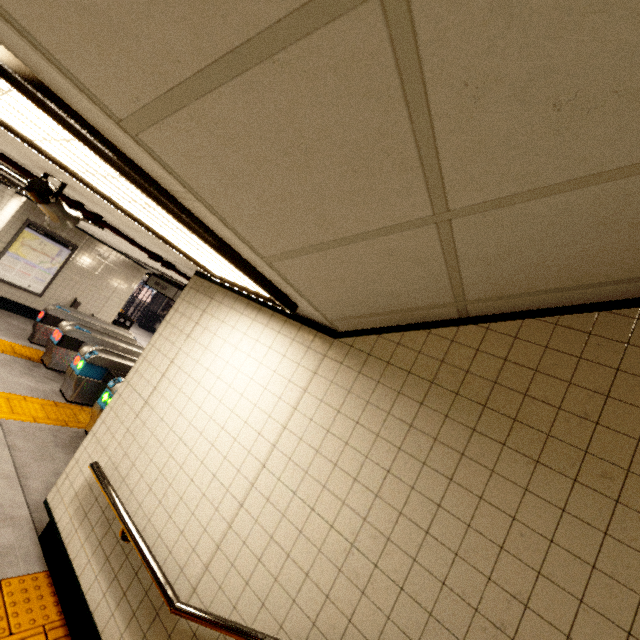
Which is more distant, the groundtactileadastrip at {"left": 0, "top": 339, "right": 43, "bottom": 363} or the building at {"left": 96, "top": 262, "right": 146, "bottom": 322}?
the building at {"left": 96, "top": 262, "right": 146, "bottom": 322}

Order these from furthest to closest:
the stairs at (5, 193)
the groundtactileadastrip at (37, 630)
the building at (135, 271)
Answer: the building at (135, 271), the stairs at (5, 193), the groundtactileadastrip at (37, 630)

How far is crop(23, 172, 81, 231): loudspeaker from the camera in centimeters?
261cm

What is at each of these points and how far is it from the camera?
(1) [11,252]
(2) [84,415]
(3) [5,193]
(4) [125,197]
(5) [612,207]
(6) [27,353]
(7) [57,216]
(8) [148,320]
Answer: (1) sign, 8.5m
(2) groundtactileadastrip, 5.8m
(3) stairs, 9.9m
(4) fluorescent light, 1.7m
(5) stairs, 1.1m
(6) groundtactileadastrip, 7.0m
(7) loudspeaker, 2.8m
(8) trash can, 19.3m

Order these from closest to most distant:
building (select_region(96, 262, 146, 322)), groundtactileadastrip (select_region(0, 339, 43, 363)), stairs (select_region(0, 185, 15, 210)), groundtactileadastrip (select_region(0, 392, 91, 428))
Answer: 1. groundtactileadastrip (select_region(0, 392, 91, 428))
2. groundtactileadastrip (select_region(0, 339, 43, 363))
3. stairs (select_region(0, 185, 15, 210))
4. building (select_region(96, 262, 146, 322))

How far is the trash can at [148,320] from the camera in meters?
19.2

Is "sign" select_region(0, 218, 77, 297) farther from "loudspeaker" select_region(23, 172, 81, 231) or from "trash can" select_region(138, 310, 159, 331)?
"trash can" select_region(138, 310, 159, 331)

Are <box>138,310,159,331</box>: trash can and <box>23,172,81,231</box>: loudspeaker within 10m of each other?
no
